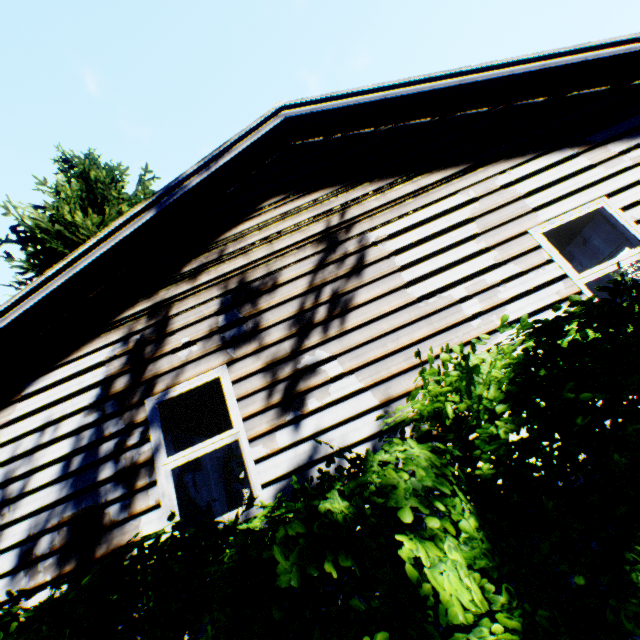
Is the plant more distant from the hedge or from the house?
the hedge

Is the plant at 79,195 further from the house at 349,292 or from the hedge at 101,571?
the hedge at 101,571

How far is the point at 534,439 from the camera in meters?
1.6

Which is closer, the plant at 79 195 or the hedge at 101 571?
the hedge at 101 571

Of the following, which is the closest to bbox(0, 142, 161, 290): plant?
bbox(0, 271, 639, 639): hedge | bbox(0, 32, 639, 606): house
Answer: bbox(0, 32, 639, 606): house

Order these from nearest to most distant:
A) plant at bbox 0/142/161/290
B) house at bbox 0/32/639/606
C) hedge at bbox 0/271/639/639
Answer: hedge at bbox 0/271/639/639 < house at bbox 0/32/639/606 < plant at bbox 0/142/161/290

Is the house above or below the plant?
below
